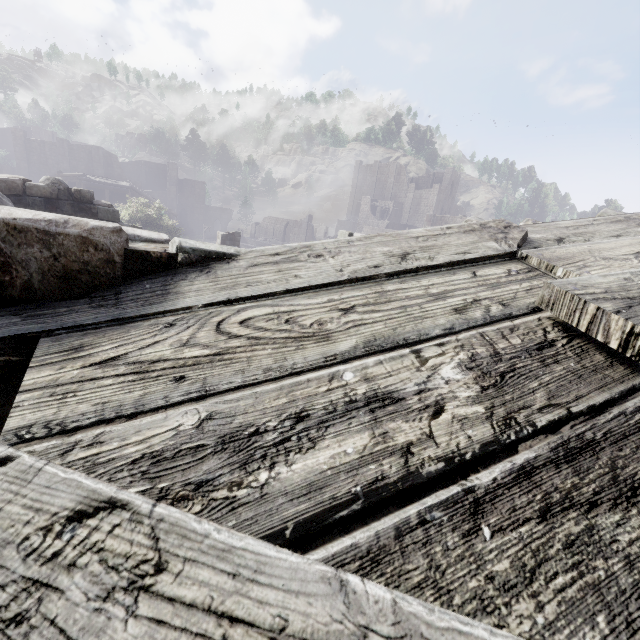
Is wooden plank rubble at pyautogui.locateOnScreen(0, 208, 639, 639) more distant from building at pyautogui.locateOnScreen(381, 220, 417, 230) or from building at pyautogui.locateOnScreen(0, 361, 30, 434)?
building at pyautogui.locateOnScreen(381, 220, 417, 230)

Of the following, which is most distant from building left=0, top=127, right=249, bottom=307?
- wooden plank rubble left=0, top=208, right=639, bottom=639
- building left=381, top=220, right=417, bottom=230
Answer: building left=381, top=220, right=417, bottom=230

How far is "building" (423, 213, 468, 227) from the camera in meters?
38.4 m

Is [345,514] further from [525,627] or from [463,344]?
[463,344]

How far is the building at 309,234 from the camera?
58.2 meters

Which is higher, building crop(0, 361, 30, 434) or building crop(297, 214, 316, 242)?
building crop(0, 361, 30, 434)
